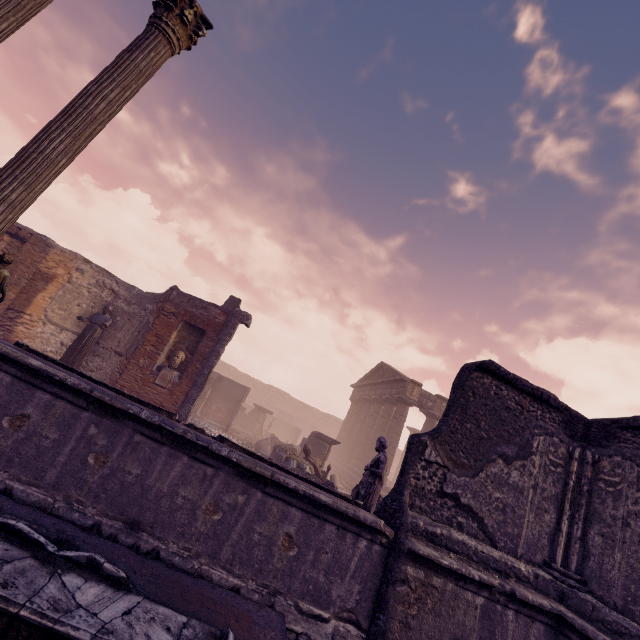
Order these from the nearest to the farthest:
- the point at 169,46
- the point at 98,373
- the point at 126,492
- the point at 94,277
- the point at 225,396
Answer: the point at 126,492 → the point at 169,46 → the point at 98,373 → the point at 94,277 → the point at 225,396

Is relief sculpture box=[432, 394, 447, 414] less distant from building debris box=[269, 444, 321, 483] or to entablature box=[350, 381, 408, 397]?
entablature box=[350, 381, 408, 397]

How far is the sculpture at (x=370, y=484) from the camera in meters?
5.8

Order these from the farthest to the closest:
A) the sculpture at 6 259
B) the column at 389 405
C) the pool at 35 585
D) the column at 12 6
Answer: the column at 389 405 < the sculpture at 6 259 < the column at 12 6 < the pool at 35 585

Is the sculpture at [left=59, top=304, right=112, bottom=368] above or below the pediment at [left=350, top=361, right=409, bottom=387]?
below

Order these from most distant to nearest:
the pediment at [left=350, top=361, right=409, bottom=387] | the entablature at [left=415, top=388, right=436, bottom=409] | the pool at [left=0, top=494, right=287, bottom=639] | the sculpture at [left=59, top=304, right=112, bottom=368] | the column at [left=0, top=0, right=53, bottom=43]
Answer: the pediment at [left=350, top=361, right=409, bottom=387] < the entablature at [left=415, top=388, right=436, bottom=409] < the sculpture at [left=59, top=304, right=112, bottom=368] < the column at [left=0, top=0, right=53, bottom=43] < the pool at [left=0, top=494, right=287, bottom=639]

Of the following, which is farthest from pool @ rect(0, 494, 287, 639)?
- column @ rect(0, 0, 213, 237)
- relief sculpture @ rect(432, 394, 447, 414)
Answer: relief sculpture @ rect(432, 394, 447, 414)

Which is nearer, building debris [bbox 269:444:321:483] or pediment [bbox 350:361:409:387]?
building debris [bbox 269:444:321:483]
